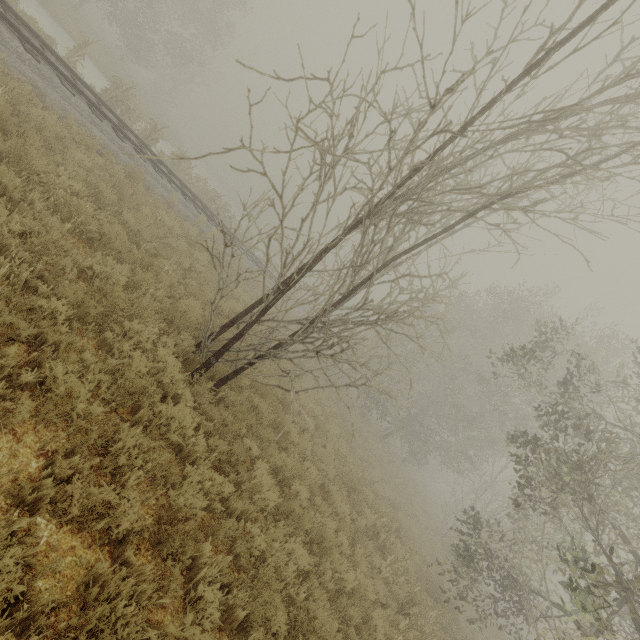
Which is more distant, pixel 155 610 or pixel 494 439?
pixel 494 439

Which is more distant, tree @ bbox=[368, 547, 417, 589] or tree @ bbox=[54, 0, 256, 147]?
tree @ bbox=[54, 0, 256, 147]

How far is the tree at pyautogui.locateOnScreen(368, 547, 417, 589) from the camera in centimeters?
782cm

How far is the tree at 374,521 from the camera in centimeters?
935cm

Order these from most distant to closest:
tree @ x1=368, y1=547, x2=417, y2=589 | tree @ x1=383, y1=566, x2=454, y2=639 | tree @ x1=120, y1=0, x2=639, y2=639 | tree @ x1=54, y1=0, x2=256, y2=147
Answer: tree @ x1=54, y1=0, x2=256, y2=147 → tree @ x1=368, y1=547, x2=417, y2=589 → tree @ x1=383, y1=566, x2=454, y2=639 → tree @ x1=120, y1=0, x2=639, y2=639
